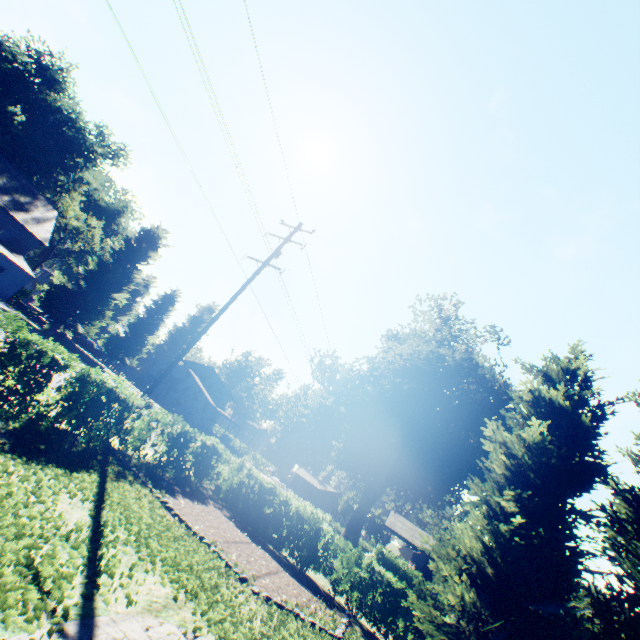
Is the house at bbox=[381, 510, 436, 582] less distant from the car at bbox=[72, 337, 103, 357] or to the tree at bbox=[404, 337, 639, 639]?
the tree at bbox=[404, 337, 639, 639]

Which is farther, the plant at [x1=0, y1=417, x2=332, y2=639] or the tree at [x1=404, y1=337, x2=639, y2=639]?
the tree at [x1=404, y1=337, x2=639, y2=639]

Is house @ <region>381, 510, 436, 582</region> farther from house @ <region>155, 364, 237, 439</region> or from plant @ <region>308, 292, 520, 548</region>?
house @ <region>155, 364, 237, 439</region>

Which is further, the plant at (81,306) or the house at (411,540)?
the house at (411,540)

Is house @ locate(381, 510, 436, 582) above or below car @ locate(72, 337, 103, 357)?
above

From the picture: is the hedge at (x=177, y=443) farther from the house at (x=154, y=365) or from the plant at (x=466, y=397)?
the house at (x=154, y=365)

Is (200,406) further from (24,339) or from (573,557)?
(573,557)

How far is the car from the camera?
44.40m
